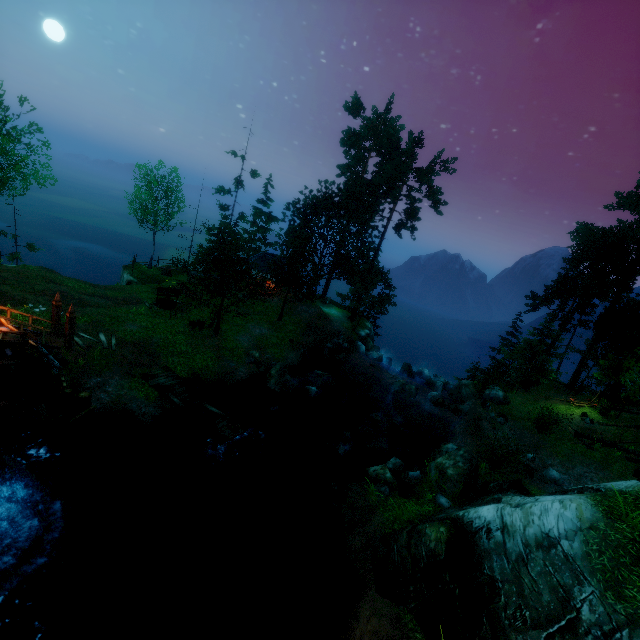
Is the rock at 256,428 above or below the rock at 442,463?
below

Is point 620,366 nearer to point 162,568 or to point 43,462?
point 162,568

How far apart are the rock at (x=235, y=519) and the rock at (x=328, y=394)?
10.3 meters

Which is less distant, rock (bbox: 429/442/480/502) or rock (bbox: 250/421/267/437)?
rock (bbox: 429/442/480/502)

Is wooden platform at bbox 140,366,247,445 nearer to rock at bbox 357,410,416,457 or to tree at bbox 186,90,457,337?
tree at bbox 186,90,457,337

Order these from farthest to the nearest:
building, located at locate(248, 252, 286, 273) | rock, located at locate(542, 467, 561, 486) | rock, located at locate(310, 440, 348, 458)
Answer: building, located at locate(248, 252, 286, 273)
rock, located at locate(542, 467, 561, 486)
rock, located at locate(310, 440, 348, 458)

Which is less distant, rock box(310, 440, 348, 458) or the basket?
the basket

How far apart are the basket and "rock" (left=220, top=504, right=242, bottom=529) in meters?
9.1 m
